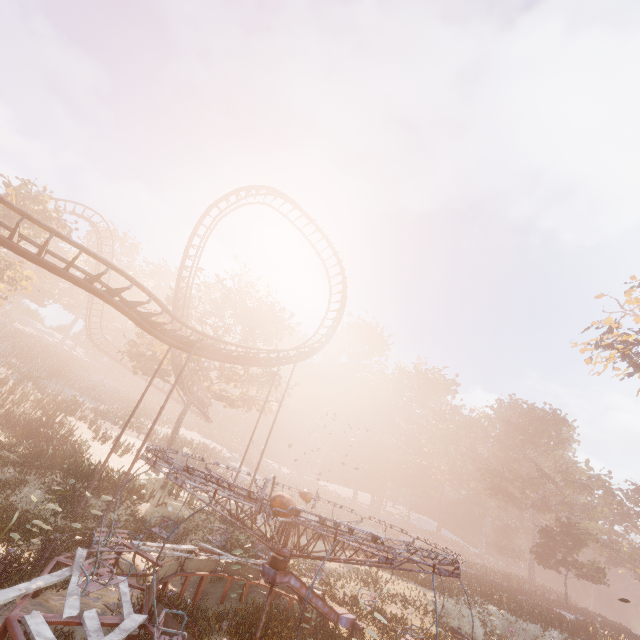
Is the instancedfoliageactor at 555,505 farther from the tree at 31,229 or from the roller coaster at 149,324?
the tree at 31,229

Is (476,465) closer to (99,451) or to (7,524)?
(99,451)

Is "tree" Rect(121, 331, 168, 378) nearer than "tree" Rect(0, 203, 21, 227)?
No

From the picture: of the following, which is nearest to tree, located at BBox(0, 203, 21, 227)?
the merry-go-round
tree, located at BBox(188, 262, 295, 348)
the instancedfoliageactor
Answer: tree, located at BBox(188, 262, 295, 348)

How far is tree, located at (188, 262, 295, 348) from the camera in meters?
29.9

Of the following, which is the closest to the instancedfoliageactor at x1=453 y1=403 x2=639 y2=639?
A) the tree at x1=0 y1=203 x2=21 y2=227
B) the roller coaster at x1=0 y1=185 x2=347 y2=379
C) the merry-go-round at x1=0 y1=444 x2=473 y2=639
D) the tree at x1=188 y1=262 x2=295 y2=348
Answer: the tree at x1=188 y1=262 x2=295 y2=348

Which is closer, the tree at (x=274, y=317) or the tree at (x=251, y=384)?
the tree at (x=251, y=384)

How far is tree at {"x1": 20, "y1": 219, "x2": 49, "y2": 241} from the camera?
26.4 meters
